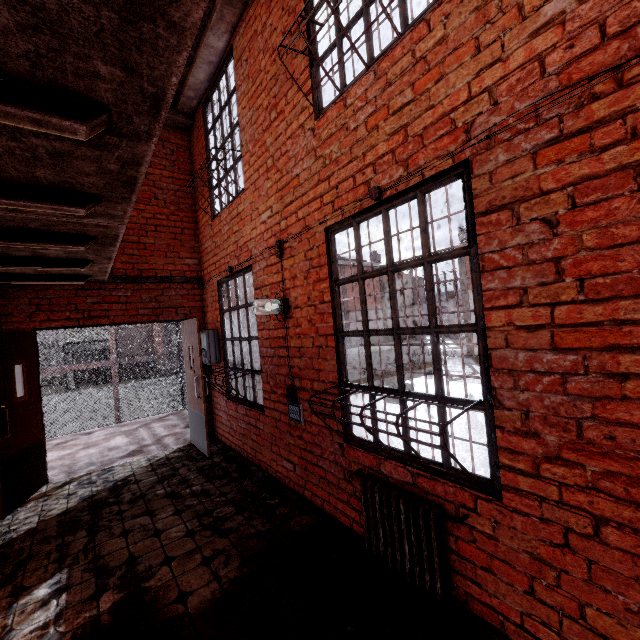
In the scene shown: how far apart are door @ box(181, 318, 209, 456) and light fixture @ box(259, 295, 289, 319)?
1.9m

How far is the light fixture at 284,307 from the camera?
3.50m

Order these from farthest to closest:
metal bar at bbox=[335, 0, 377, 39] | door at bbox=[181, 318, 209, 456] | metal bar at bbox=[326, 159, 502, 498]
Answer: door at bbox=[181, 318, 209, 456] → metal bar at bbox=[335, 0, 377, 39] → metal bar at bbox=[326, 159, 502, 498]

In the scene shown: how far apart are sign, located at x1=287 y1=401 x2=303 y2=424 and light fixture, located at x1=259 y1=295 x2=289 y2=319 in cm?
91

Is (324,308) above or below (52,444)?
above

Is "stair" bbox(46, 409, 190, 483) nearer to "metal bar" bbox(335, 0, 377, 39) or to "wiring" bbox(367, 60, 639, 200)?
"wiring" bbox(367, 60, 639, 200)

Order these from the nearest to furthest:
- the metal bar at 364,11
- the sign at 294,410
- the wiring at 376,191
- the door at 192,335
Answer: the wiring at 376,191, the metal bar at 364,11, the sign at 294,410, the door at 192,335

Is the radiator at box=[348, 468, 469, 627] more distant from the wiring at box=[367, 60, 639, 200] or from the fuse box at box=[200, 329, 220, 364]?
the fuse box at box=[200, 329, 220, 364]
